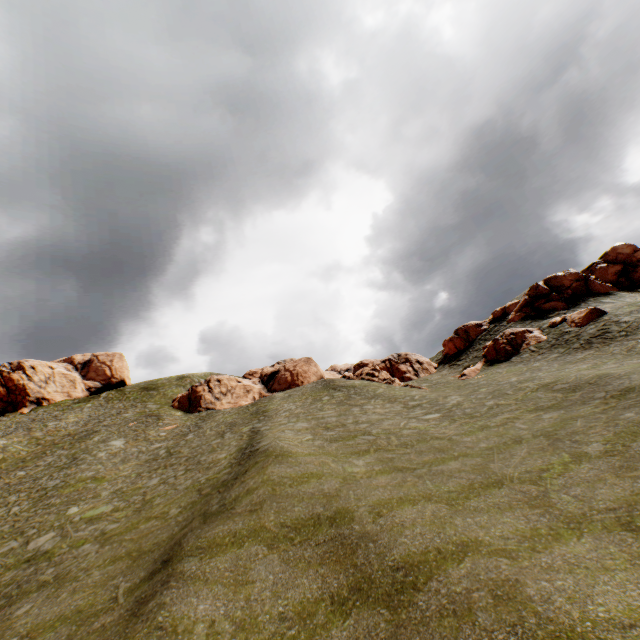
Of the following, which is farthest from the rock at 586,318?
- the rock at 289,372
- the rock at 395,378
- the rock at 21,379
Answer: the rock at 21,379

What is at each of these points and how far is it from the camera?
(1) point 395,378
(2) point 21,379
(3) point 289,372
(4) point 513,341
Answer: (1) rock, 39.2 meters
(2) rock, 59.6 meters
(3) rock, 51.2 meters
(4) rock, 36.0 meters

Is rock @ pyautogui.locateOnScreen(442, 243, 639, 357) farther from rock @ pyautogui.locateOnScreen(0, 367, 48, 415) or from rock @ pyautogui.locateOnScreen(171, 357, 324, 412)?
rock @ pyautogui.locateOnScreen(0, 367, 48, 415)

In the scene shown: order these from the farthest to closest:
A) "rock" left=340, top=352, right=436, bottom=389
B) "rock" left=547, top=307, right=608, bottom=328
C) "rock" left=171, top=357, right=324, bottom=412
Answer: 1. "rock" left=171, top=357, right=324, bottom=412
2. "rock" left=340, top=352, right=436, bottom=389
3. "rock" left=547, top=307, right=608, bottom=328

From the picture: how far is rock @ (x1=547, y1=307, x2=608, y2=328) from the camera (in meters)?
30.17

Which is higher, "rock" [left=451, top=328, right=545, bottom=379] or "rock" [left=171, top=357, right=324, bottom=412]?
"rock" [left=171, top=357, right=324, bottom=412]

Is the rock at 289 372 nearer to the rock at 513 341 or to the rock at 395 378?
the rock at 395 378

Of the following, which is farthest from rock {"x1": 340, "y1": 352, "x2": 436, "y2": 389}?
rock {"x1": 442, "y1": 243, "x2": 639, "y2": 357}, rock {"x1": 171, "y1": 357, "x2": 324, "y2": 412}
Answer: rock {"x1": 171, "y1": 357, "x2": 324, "y2": 412}
